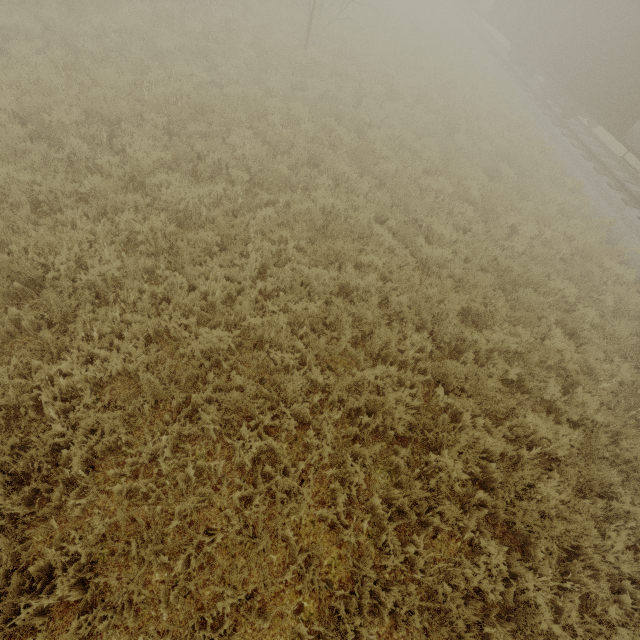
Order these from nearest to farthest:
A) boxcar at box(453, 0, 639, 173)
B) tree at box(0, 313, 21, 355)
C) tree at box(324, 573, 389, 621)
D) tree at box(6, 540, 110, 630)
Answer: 1. tree at box(6, 540, 110, 630)
2. tree at box(324, 573, 389, 621)
3. tree at box(0, 313, 21, 355)
4. boxcar at box(453, 0, 639, 173)

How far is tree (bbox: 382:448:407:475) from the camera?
4.42m

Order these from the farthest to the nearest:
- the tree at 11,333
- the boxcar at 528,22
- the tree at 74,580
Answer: the boxcar at 528,22
the tree at 11,333
the tree at 74,580

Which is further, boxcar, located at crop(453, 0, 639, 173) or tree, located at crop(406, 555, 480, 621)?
boxcar, located at crop(453, 0, 639, 173)

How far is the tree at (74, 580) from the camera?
2.8m

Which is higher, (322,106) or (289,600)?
(322,106)

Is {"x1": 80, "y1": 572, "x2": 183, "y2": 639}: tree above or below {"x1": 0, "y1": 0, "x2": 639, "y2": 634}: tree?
below
